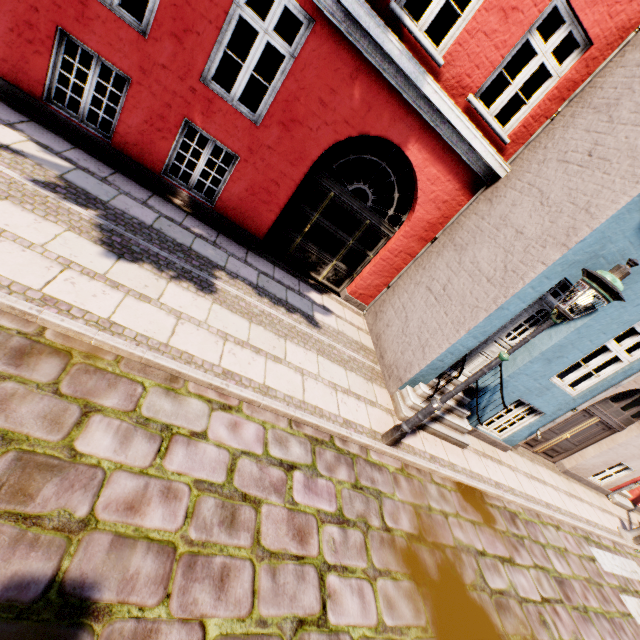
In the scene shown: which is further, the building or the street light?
the building

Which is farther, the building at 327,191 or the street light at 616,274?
the building at 327,191

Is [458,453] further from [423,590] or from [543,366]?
[423,590]
